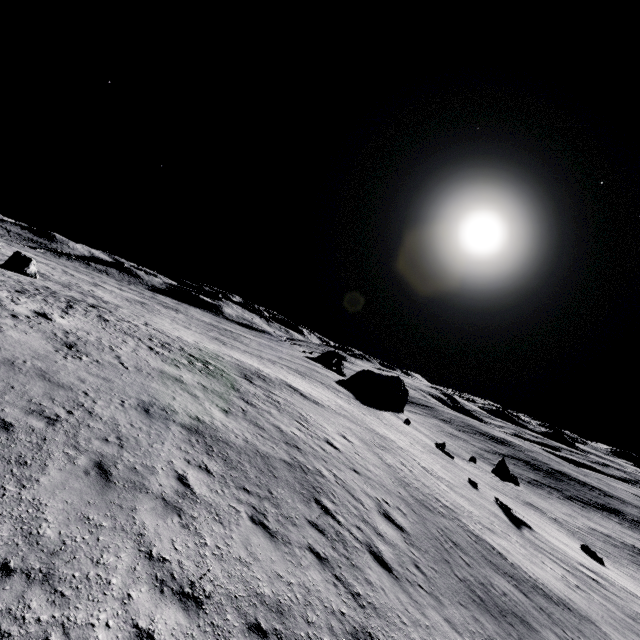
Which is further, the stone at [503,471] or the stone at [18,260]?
the stone at [503,471]

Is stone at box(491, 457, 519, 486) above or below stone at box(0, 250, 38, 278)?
below

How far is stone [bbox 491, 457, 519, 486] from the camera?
34.3 meters

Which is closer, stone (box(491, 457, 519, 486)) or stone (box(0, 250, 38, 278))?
stone (box(0, 250, 38, 278))

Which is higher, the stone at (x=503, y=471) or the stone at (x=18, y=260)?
the stone at (x=18, y=260)

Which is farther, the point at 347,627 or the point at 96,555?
the point at 347,627
